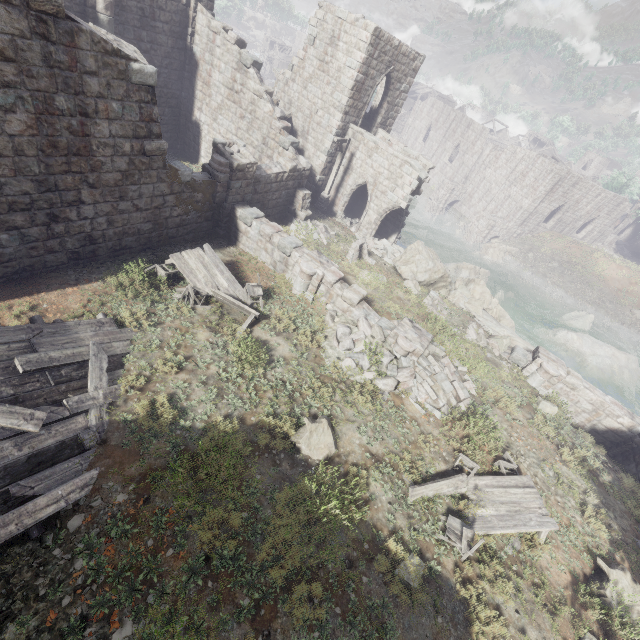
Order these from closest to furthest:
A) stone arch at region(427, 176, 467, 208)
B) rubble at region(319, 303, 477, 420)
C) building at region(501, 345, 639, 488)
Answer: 1. rubble at region(319, 303, 477, 420)
2. building at region(501, 345, 639, 488)
3. stone arch at region(427, 176, 467, 208)

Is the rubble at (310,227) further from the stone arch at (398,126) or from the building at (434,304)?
the stone arch at (398,126)

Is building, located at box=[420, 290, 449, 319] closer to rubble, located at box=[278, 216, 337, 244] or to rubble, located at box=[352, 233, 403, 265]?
rubble, located at box=[352, 233, 403, 265]

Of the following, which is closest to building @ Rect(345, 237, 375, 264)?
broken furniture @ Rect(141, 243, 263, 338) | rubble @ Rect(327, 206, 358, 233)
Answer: rubble @ Rect(327, 206, 358, 233)

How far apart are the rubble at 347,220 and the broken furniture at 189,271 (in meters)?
11.97

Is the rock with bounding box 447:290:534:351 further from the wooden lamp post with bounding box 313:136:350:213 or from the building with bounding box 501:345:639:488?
the wooden lamp post with bounding box 313:136:350:213

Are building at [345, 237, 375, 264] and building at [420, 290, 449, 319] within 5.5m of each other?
yes

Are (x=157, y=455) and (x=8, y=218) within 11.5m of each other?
yes
